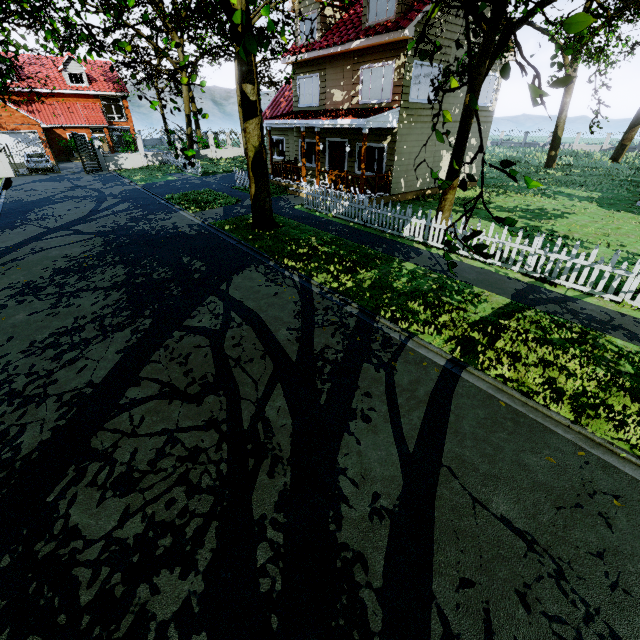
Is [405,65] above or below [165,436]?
above

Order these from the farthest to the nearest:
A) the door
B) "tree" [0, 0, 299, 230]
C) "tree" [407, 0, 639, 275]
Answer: the door
"tree" [0, 0, 299, 230]
"tree" [407, 0, 639, 275]

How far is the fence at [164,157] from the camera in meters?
26.4

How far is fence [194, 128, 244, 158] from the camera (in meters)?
31.75

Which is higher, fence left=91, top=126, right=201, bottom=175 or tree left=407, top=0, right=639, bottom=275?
tree left=407, top=0, right=639, bottom=275

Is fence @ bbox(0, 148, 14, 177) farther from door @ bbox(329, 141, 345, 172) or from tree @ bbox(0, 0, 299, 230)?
door @ bbox(329, 141, 345, 172)

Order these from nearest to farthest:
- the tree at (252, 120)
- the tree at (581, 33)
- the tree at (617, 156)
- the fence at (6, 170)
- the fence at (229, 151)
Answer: the tree at (581, 33) → the tree at (252, 120) → the fence at (6, 170) → the tree at (617, 156) → the fence at (229, 151)

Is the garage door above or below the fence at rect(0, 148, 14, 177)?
above
